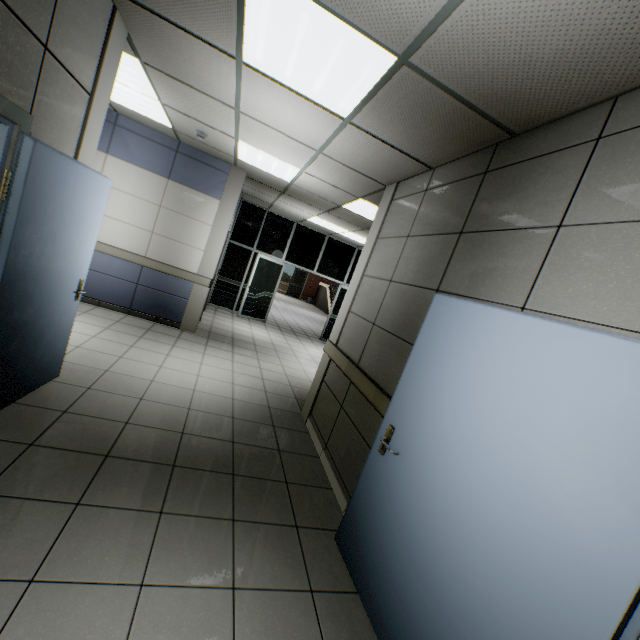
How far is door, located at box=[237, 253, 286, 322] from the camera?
9.41m

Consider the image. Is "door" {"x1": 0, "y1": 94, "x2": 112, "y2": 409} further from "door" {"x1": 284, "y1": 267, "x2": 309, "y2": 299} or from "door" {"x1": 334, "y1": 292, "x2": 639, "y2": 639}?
"door" {"x1": 284, "y1": 267, "x2": 309, "y2": 299}

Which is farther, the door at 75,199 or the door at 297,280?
the door at 297,280

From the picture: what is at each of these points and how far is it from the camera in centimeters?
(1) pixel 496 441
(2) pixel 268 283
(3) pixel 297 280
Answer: (1) door, 157cm
(2) door, 980cm
(3) door, 2362cm

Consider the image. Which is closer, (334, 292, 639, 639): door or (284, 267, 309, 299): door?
(334, 292, 639, 639): door

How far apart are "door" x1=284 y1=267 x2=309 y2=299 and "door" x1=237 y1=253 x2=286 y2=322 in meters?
13.0 m

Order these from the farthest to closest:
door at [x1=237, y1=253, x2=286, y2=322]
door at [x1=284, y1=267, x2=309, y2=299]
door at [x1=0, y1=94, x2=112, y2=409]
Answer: door at [x1=284, y1=267, x2=309, y2=299] < door at [x1=237, y1=253, x2=286, y2=322] < door at [x1=0, y1=94, x2=112, y2=409]

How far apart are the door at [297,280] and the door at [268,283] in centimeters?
1298cm
